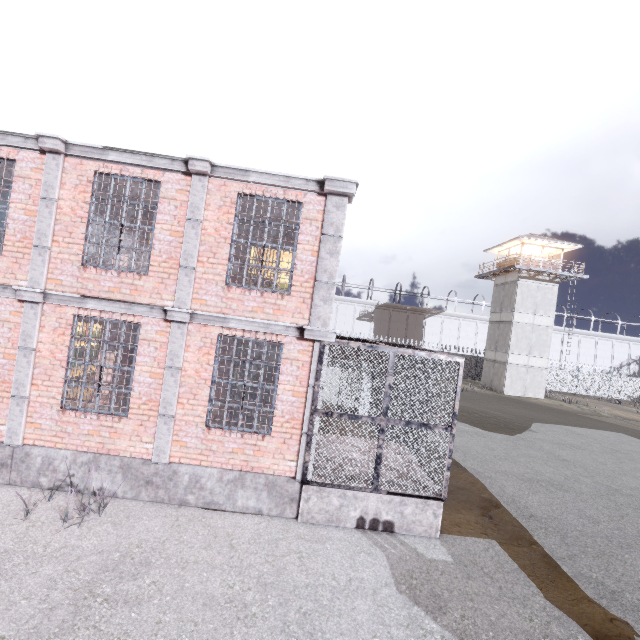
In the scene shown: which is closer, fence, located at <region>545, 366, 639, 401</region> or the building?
the building

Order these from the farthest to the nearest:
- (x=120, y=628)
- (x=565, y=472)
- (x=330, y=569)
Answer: (x=565, y=472) → (x=330, y=569) → (x=120, y=628)

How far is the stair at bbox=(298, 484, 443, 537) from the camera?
6.7 meters

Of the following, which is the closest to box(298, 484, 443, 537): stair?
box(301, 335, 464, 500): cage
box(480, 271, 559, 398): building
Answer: box(301, 335, 464, 500): cage

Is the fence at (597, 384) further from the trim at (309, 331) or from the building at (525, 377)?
the trim at (309, 331)

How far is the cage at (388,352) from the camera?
6.68m

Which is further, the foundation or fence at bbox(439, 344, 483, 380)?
fence at bbox(439, 344, 483, 380)
